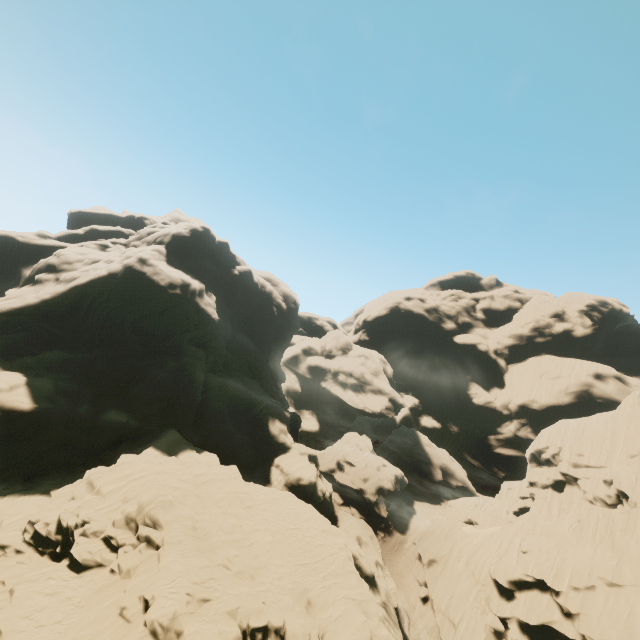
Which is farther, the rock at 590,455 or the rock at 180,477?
the rock at 590,455

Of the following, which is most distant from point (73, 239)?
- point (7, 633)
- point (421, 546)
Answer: point (421, 546)

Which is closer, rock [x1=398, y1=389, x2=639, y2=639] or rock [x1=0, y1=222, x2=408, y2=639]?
rock [x1=0, y1=222, x2=408, y2=639]
